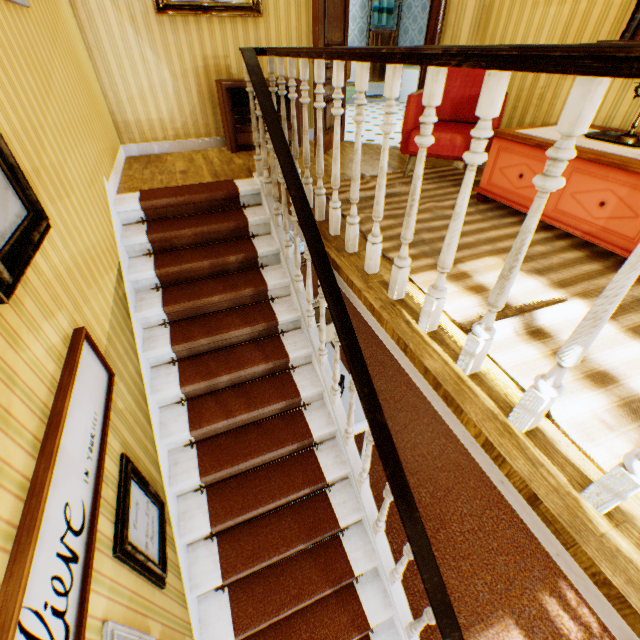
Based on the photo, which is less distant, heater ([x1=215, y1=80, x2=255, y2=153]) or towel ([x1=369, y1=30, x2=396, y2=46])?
heater ([x1=215, y1=80, x2=255, y2=153])

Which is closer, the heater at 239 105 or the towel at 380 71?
the heater at 239 105

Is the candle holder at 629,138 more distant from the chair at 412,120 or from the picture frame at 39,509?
the picture frame at 39,509

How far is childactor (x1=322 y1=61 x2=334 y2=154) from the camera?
4.4 meters

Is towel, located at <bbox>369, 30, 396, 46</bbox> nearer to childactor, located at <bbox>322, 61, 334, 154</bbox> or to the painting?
childactor, located at <bbox>322, 61, 334, 154</bbox>

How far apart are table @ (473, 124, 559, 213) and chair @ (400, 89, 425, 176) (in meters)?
0.31

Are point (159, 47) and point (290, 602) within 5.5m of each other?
no

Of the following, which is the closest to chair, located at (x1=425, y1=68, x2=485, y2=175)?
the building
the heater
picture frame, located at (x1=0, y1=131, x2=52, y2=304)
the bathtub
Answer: the building
